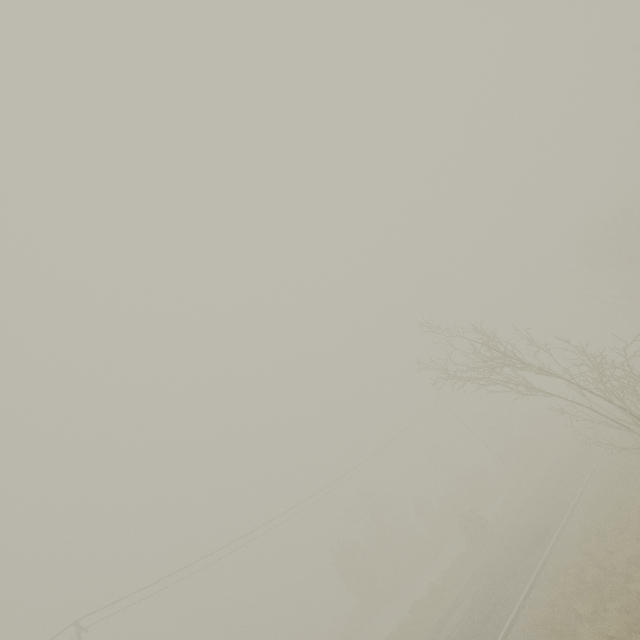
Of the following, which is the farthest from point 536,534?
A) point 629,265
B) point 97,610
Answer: point 629,265
